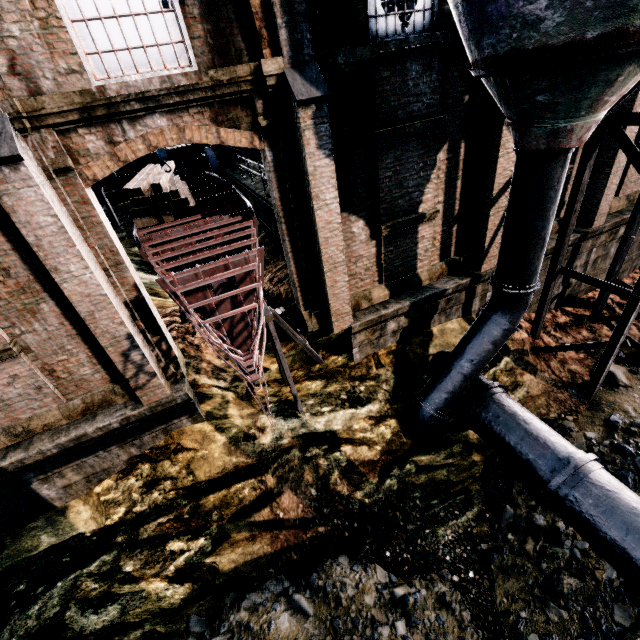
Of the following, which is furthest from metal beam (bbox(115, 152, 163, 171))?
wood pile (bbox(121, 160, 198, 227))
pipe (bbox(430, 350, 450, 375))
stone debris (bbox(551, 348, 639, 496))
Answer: pipe (bbox(430, 350, 450, 375))

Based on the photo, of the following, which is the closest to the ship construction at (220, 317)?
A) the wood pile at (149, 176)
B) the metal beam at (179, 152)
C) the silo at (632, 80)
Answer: the wood pile at (149, 176)

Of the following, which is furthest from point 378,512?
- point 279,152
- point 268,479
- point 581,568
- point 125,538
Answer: point 279,152

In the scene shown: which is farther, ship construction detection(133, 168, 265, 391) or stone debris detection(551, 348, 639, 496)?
stone debris detection(551, 348, 639, 496)

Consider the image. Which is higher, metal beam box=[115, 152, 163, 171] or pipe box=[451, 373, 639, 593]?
metal beam box=[115, 152, 163, 171]

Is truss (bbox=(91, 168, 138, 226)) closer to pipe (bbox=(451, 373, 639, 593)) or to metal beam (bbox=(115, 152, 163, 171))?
metal beam (bbox=(115, 152, 163, 171))

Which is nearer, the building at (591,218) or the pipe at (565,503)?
the pipe at (565,503)

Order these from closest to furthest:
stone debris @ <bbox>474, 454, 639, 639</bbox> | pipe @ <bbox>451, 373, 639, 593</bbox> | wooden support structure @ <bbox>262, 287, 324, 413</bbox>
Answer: pipe @ <bbox>451, 373, 639, 593</bbox> < stone debris @ <bbox>474, 454, 639, 639</bbox> < wooden support structure @ <bbox>262, 287, 324, 413</bbox>
